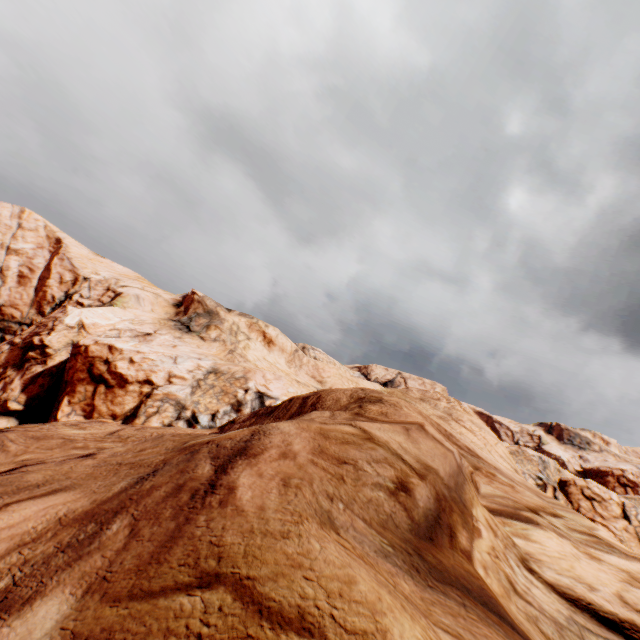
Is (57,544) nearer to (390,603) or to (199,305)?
(390,603)
